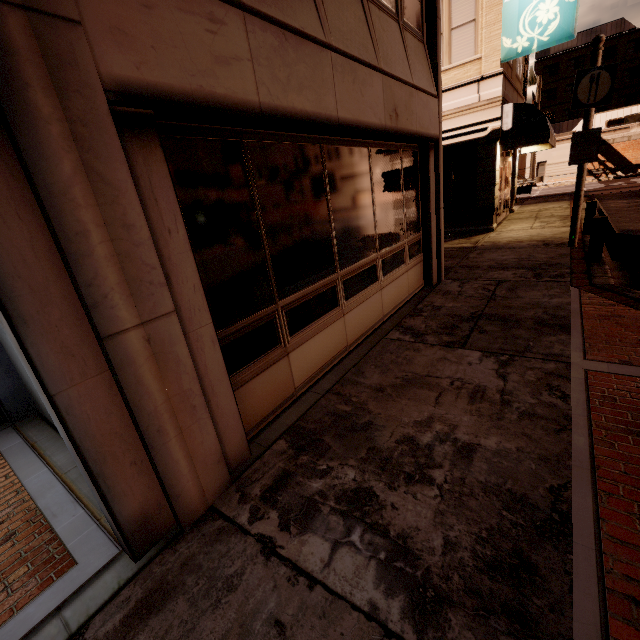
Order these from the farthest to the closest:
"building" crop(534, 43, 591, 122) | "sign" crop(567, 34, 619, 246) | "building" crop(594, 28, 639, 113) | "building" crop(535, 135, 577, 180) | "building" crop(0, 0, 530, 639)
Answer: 1. "building" crop(534, 43, 591, 122)
2. "building" crop(594, 28, 639, 113)
3. "building" crop(535, 135, 577, 180)
4. "sign" crop(567, 34, 619, 246)
5. "building" crop(0, 0, 530, 639)

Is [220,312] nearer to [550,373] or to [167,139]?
[167,139]

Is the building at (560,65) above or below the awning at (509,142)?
above

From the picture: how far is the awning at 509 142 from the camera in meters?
11.0

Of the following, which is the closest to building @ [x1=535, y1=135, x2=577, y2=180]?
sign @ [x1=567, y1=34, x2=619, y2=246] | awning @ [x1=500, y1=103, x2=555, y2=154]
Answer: awning @ [x1=500, y1=103, x2=555, y2=154]

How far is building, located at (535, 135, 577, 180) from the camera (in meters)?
41.53

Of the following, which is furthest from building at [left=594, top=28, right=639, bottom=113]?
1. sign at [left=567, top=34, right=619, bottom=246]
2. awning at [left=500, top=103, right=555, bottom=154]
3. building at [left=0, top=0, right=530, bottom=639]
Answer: sign at [left=567, top=34, right=619, bottom=246]

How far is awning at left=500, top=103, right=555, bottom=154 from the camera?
11.0m
